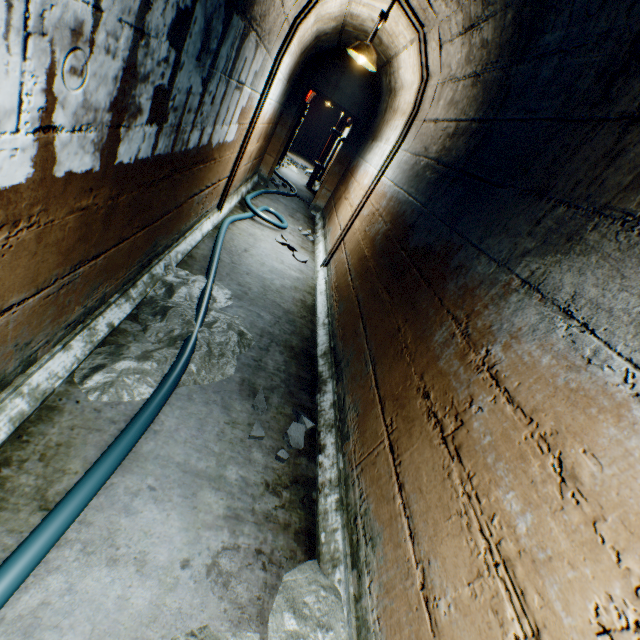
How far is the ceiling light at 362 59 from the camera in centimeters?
389cm

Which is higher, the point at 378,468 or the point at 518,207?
the point at 518,207

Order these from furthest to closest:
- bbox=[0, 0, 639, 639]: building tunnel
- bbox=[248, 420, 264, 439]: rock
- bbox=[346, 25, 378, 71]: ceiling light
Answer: bbox=[346, 25, 378, 71]: ceiling light
bbox=[248, 420, 264, 439]: rock
bbox=[0, 0, 639, 639]: building tunnel

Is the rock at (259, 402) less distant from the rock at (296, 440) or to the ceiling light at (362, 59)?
the rock at (296, 440)

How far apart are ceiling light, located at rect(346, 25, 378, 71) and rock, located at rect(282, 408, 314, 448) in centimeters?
419cm

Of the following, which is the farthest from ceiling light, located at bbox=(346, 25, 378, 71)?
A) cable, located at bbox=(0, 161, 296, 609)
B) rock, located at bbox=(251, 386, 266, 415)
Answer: rock, located at bbox=(251, 386, 266, 415)

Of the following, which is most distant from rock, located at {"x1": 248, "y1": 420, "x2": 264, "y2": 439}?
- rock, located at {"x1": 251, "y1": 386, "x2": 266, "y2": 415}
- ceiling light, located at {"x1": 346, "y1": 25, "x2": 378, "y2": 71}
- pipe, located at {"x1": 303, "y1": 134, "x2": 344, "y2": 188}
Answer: pipe, located at {"x1": 303, "y1": 134, "x2": 344, "y2": 188}

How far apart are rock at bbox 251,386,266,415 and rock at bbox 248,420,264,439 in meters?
0.1
